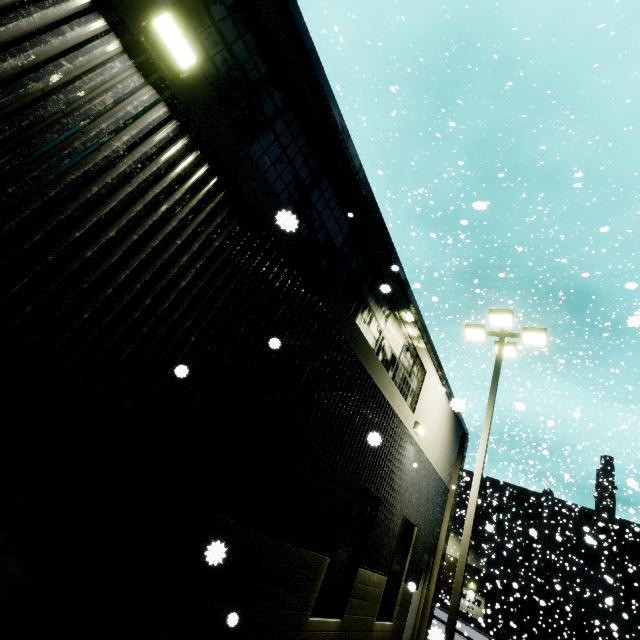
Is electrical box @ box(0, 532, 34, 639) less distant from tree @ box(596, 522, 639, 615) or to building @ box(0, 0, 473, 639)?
building @ box(0, 0, 473, 639)

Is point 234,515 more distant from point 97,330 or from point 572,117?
point 572,117

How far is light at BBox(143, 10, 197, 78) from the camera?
3.1m

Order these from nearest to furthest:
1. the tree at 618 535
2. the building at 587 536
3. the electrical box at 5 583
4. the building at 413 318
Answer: the electrical box at 5 583 < the building at 413 318 < the tree at 618 535 < the building at 587 536

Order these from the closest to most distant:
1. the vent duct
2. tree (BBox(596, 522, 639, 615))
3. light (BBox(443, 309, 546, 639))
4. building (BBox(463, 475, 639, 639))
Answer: light (BBox(443, 309, 546, 639))
tree (BBox(596, 522, 639, 615))
building (BBox(463, 475, 639, 639))
the vent duct

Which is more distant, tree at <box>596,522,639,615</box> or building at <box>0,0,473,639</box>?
tree at <box>596,522,639,615</box>

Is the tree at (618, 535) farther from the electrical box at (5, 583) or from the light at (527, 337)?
the electrical box at (5, 583)

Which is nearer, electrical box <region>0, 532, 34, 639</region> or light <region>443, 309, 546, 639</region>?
electrical box <region>0, 532, 34, 639</region>
